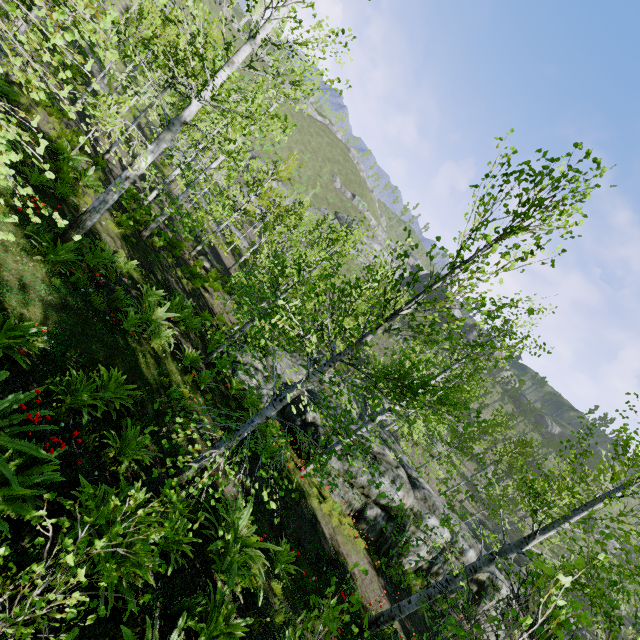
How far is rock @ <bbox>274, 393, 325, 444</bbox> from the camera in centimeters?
1317cm

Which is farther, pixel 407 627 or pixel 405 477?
pixel 405 477

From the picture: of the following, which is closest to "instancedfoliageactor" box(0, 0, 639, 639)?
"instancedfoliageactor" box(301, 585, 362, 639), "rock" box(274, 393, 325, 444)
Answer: "rock" box(274, 393, 325, 444)

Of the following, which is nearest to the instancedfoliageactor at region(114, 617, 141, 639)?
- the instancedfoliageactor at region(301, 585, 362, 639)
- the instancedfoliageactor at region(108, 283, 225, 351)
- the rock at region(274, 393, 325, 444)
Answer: the rock at region(274, 393, 325, 444)

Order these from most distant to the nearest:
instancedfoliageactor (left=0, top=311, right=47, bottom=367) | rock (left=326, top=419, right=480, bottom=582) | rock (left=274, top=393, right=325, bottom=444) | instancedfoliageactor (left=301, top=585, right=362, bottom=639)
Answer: rock (left=274, top=393, right=325, bottom=444) → rock (left=326, top=419, right=480, bottom=582) → instancedfoliageactor (left=0, top=311, right=47, bottom=367) → instancedfoliageactor (left=301, top=585, right=362, bottom=639)

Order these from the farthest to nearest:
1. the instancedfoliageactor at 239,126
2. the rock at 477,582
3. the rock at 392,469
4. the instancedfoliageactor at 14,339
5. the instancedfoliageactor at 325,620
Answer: the rock at 477,582, the rock at 392,469, the instancedfoliageactor at 14,339, the instancedfoliageactor at 239,126, the instancedfoliageactor at 325,620

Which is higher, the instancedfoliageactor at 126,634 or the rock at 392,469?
the instancedfoliageactor at 126,634

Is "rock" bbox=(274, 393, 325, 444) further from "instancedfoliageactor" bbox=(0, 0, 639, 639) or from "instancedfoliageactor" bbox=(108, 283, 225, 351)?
"instancedfoliageactor" bbox=(108, 283, 225, 351)
